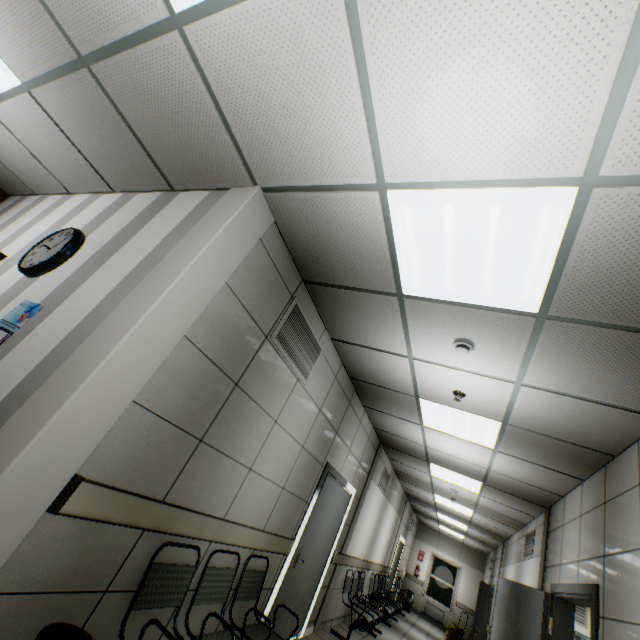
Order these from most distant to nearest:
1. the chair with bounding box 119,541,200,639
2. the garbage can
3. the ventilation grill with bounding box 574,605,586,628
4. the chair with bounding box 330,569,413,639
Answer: the ventilation grill with bounding box 574,605,586,628 → the chair with bounding box 330,569,413,639 → the chair with bounding box 119,541,200,639 → the garbage can

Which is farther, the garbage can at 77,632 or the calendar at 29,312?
the calendar at 29,312

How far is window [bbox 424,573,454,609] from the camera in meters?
13.8

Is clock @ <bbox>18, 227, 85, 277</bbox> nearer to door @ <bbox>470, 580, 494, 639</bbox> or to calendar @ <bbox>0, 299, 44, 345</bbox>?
calendar @ <bbox>0, 299, 44, 345</bbox>

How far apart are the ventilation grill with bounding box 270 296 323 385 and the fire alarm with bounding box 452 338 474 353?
1.47m

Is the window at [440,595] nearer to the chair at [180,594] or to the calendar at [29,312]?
the chair at [180,594]

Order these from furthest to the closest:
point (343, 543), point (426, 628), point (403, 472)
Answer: point (426, 628), point (403, 472), point (343, 543)

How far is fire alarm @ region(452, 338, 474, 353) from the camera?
2.75m
